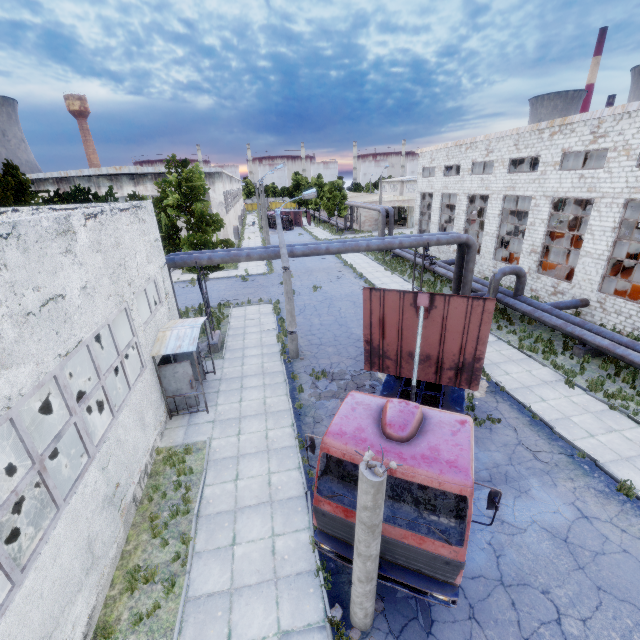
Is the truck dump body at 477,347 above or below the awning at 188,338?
above

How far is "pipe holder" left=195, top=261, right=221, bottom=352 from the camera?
16.45m

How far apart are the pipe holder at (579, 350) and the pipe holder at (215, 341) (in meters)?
18.17

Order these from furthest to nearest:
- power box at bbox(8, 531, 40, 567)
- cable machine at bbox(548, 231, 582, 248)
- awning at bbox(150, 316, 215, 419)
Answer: cable machine at bbox(548, 231, 582, 248), awning at bbox(150, 316, 215, 419), power box at bbox(8, 531, 40, 567)

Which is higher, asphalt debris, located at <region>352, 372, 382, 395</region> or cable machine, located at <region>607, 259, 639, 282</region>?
cable machine, located at <region>607, 259, 639, 282</region>

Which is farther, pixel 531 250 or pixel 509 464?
pixel 531 250

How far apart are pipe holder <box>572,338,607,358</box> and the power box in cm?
2002

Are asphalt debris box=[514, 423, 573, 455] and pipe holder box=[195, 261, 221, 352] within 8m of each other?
no
